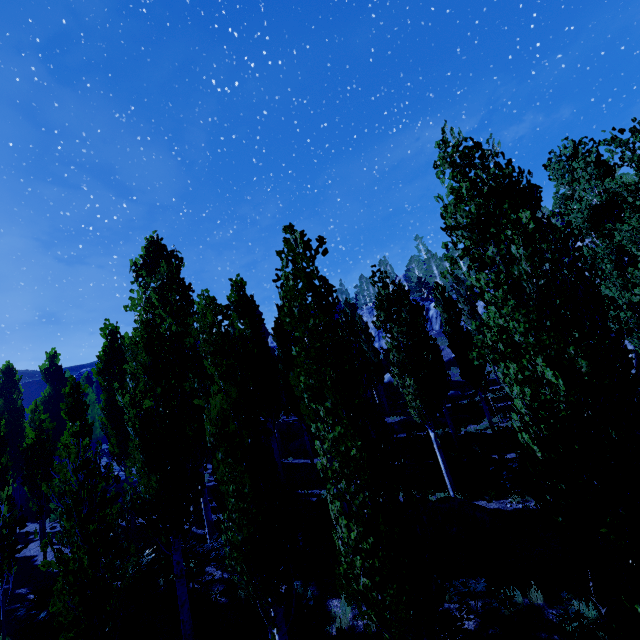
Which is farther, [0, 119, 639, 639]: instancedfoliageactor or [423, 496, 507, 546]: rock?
[423, 496, 507, 546]: rock

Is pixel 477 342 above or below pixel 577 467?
above

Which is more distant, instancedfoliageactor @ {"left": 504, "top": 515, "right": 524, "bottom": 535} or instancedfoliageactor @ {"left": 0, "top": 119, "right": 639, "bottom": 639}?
instancedfoliageactor @ {"left": 504, "top": 515, "right": 524, "bottom": 535}

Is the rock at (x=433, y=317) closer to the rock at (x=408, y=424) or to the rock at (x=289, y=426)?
the rock at (x=408, y=424)

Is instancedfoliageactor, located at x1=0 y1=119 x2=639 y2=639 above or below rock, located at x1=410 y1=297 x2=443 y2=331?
below

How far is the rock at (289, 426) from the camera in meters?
29.5

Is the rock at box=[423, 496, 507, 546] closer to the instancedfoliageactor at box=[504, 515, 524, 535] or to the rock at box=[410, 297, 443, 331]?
the instancedfoliageactor at box=[504, 515, 524, 535]

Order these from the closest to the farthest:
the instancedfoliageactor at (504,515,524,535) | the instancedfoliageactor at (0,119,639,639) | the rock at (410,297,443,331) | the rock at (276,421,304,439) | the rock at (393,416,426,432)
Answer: the instancedfoliageactor at (0,119,639,639), the instancedfoliageactor at (504,515,524,535), the rock at (393,416,426,432), the rock at (276,421,304,439), the rock at (410,297,443,331)
